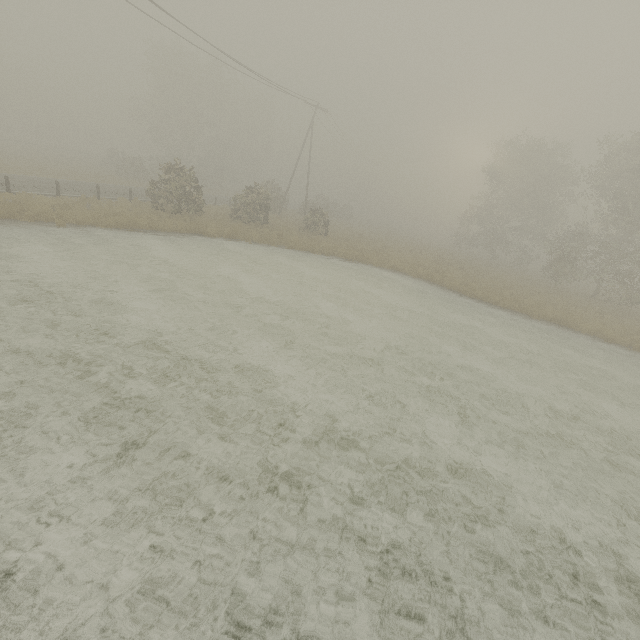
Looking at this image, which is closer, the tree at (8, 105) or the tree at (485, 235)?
the tree at (485, 235)

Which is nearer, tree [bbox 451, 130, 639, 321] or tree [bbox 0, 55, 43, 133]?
tree [bbox 451, 130, 639, 321]

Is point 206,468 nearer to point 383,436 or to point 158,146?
point 383,436
